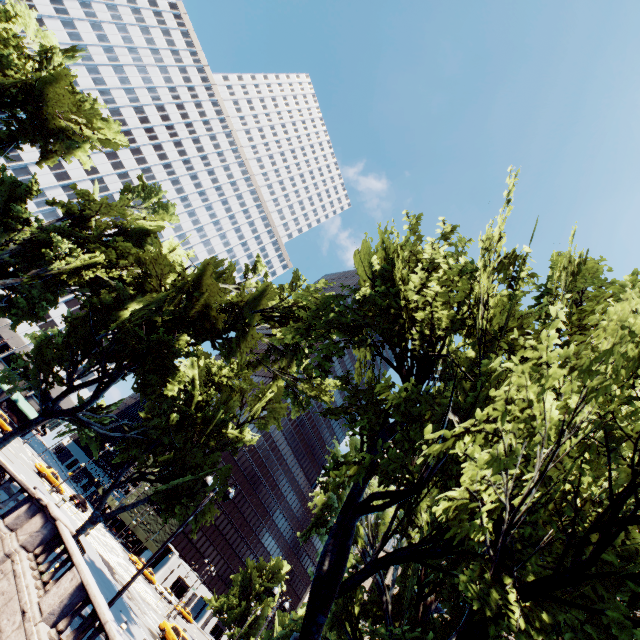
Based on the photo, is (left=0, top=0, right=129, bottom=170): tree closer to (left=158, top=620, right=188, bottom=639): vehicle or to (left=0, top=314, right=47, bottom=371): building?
(left=0, top=314, right=47, bottom=371): building

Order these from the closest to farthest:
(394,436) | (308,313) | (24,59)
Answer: (394,436), (308,313), (24,59)

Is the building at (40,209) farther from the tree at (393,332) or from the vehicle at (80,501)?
the vehicle at (80,501)

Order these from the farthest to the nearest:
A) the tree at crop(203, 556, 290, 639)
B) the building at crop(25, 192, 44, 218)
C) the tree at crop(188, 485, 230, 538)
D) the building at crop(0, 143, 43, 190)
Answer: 1. the building at crop(25, 192, 44, 218)
2. the building at crop(0, 143, 43, 190)
3. the tree at crop(203, 556, 290, 639)
4. the tree at crop(188, 485, 230, 538)

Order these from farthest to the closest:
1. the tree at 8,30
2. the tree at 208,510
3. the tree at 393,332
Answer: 1. the tree at 208,510
2. the tree at 8,30
3. the tree at 393,332

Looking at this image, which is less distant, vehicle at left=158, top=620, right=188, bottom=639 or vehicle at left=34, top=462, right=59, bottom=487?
vehicle at left=158, top=620, right=188, bottom=639

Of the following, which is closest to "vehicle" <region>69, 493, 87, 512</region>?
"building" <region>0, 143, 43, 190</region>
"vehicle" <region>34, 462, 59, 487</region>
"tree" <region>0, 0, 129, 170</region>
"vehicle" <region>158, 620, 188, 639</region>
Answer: Answer: "vehicle" <region>34, 462, 59, 487</region>

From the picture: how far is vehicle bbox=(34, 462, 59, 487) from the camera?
41.3 meters
